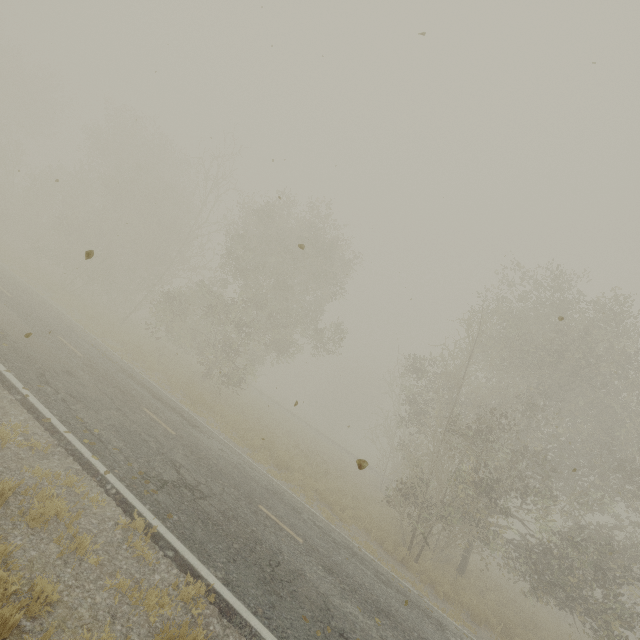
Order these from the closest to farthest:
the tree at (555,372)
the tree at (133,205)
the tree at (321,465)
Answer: the tree at (555,372)
the tree at (321,465)
the tree at (133,205)

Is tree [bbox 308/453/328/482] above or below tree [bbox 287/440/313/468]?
above

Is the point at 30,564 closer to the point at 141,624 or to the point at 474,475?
the point at 141,624

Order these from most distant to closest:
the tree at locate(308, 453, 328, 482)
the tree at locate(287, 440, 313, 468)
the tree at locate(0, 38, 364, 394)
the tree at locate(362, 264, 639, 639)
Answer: the tree at locate(0, 38, 364, 394) → the tree at locate(308, 453, 328, 482) → the tree at locate(287, 440, 313, 468) → the tree at locate(362, 264, 639, 639)

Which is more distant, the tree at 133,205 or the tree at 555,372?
the tree at 133,205

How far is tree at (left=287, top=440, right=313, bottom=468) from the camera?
16.25m

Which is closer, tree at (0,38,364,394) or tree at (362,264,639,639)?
tree at (362,264,639,639)
